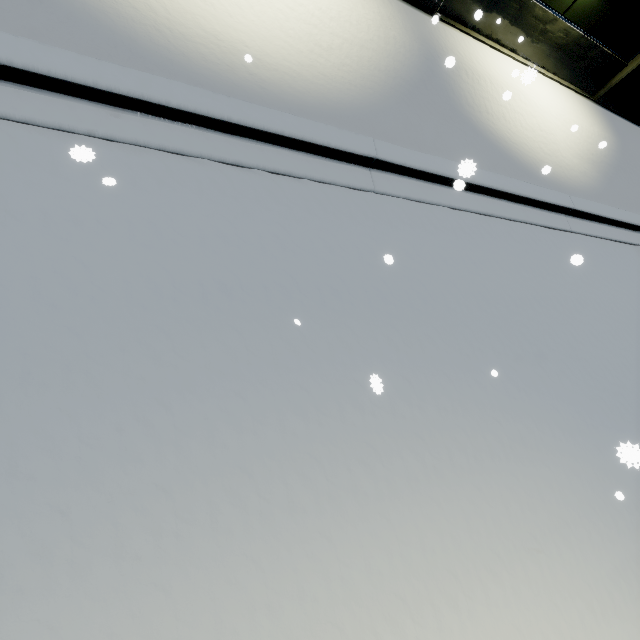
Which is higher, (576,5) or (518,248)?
(576,5)
